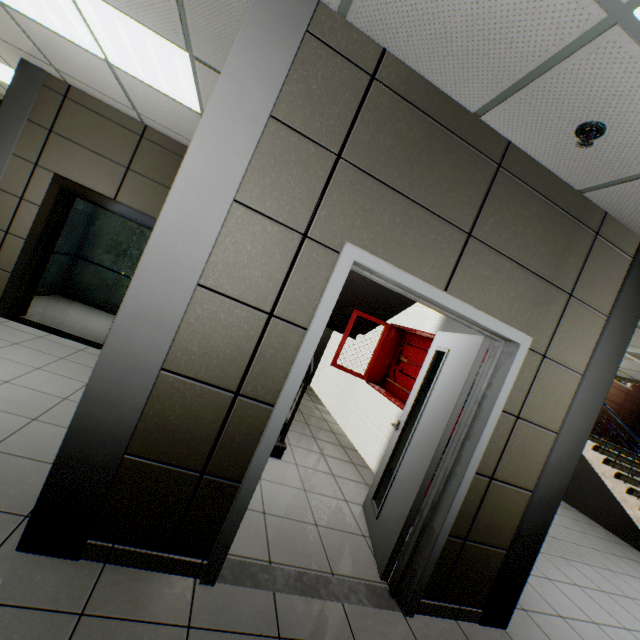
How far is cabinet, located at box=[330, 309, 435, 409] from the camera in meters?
4.6 m

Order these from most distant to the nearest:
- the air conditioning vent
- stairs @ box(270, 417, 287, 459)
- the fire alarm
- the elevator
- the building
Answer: A: the building → the air conditioning vent → the elevator → stairs @ box(270, 417, 287, 459) → the fire alarm

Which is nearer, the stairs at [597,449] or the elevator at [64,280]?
the elevator at [64,280]

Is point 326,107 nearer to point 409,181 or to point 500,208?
point 409,181

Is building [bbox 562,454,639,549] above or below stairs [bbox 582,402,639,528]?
below

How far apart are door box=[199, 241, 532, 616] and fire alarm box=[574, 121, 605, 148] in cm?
114

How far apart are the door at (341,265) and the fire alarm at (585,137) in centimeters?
114cm

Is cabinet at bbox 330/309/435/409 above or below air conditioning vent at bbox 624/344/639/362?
below
